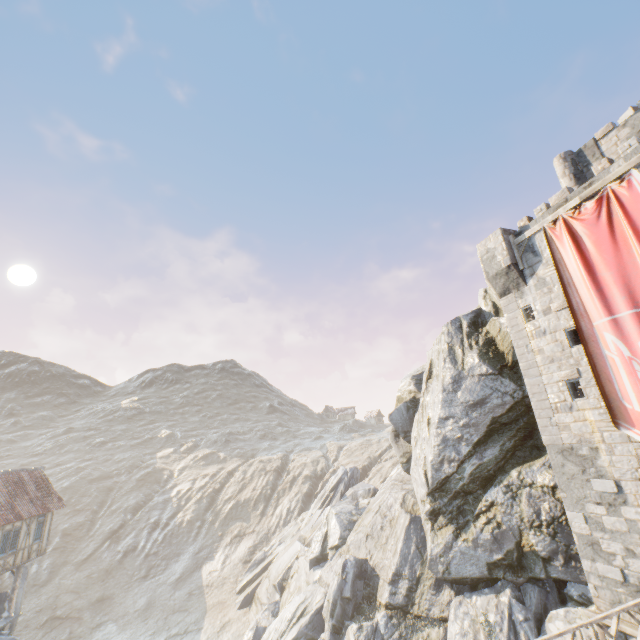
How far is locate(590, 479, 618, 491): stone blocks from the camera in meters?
10.6 m

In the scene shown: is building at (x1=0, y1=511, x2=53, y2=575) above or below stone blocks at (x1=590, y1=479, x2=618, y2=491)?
below

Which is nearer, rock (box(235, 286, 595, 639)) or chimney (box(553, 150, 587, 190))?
rock (box(235, 286, 595, 639))

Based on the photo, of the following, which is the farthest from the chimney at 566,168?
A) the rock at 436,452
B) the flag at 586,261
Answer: the flag at 586,261

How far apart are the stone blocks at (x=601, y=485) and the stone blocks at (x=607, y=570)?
2.2m

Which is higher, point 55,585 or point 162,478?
point 162,478

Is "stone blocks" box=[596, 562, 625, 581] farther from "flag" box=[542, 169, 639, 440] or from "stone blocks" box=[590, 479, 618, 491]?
"flag" box=[542, 169, 639, 440]

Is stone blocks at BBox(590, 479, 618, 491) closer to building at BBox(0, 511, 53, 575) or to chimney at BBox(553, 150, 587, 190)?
chimney at BBox(553, 150, 587, 190)
